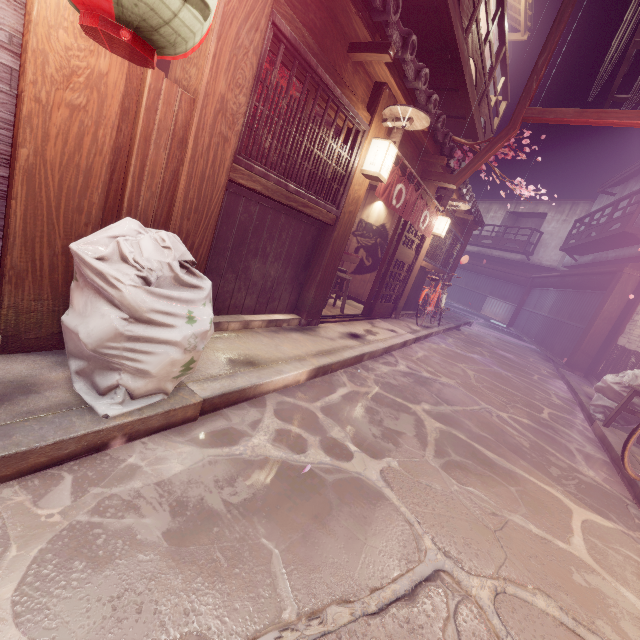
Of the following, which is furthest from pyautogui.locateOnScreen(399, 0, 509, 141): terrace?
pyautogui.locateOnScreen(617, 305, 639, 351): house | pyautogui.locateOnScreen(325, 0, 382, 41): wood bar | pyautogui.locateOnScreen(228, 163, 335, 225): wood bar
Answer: pyautogui.locateOnScreen(617, 305, 639, 351): house

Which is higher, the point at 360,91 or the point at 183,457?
the point at 360,91

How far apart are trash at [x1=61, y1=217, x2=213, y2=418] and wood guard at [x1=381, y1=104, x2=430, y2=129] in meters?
5.7

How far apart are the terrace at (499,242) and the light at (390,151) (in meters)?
38.30

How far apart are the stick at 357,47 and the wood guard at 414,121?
0.9 meters

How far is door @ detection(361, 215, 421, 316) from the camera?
11.84m

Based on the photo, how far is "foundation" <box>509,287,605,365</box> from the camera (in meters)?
19.98

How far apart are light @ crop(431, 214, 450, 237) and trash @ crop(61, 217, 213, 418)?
11.7 meters
